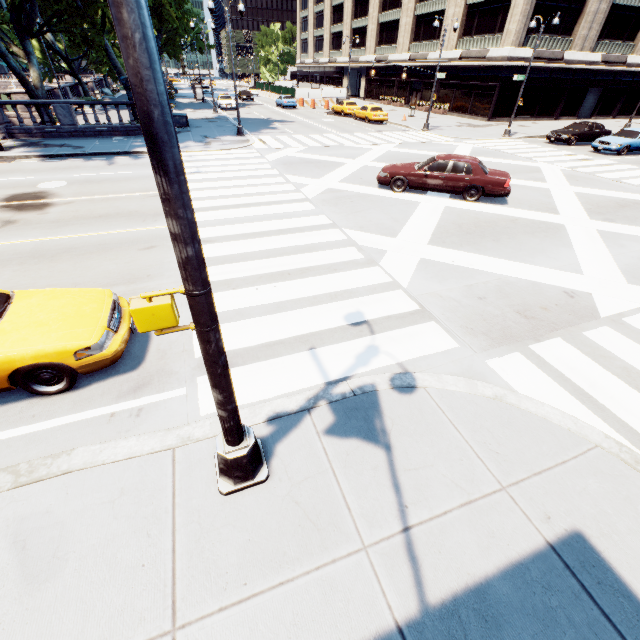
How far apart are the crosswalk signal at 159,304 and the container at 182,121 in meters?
30.1 m

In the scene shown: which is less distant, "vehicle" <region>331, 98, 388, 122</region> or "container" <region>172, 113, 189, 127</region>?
"container" <region>172, 113, 189, 127</region>

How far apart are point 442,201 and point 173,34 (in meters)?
59.06

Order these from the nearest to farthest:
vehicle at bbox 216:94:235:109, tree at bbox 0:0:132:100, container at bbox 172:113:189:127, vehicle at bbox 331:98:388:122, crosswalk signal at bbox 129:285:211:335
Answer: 1. crosswalk signal at bbox 129:285:211:335
2. tree at bbox 0:0:132:100
3. container at bbox 172:113:189:127
4. vehicle at bbox 331:98:388:122
5. vehicle at bbox 216:94:235:109

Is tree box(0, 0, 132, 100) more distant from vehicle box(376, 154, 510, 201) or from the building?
vehicle box(376, 154, 510, 201)

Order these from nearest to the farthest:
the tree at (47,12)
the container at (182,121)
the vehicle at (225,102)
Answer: the tree at (47,12) → the container at (182,121) → the vehicle at (225,102)

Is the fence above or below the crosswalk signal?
below

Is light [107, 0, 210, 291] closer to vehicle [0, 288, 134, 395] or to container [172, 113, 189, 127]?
vehicle [0, 288, 134, 395]
